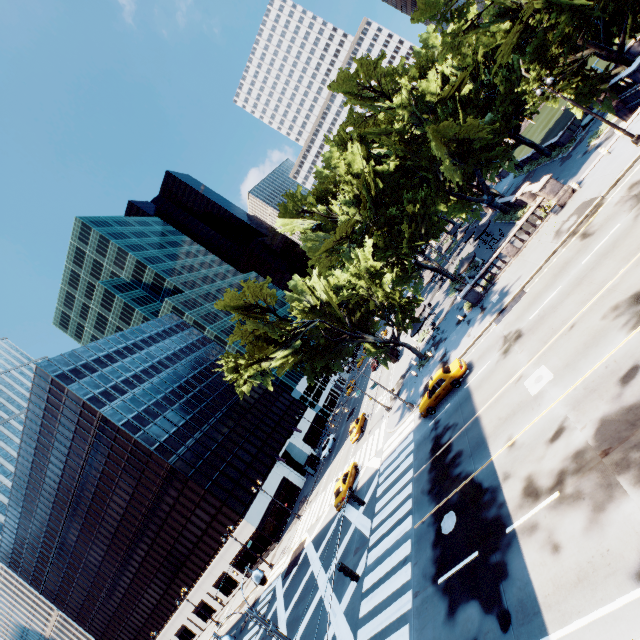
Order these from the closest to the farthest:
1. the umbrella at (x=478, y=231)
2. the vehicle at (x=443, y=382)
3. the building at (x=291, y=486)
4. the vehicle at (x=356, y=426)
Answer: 1. the vehicle at (x=443, y=382)
2. the umbrella at (x=478, y=231)
3. the vehicle at (x=356, y=426)
4. the building at (x=291, y=486)

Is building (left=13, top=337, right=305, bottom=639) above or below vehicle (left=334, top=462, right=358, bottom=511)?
above

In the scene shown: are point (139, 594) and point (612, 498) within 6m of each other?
no

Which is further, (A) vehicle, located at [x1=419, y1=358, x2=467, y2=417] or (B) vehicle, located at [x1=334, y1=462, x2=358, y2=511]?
(B) vehicle, located at [x1=334, y1=462, x2=358, y2=511]

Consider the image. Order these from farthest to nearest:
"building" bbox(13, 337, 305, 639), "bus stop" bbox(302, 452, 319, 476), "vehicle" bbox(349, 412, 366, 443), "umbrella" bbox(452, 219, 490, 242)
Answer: "bus stop" bbox(302, 452, 319, 476)
"building" bbox(13, 337, 305, 639)
"vehicle" bbox(349, 412, 366, 443)
"umbrella" bbox(452, 219, 490, 242)

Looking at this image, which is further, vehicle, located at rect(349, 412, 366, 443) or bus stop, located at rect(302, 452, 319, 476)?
bus stop, located at rect(302, 452, 319, 476)

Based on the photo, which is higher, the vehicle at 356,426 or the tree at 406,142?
the tree at 406,142

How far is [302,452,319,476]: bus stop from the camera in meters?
51.5
